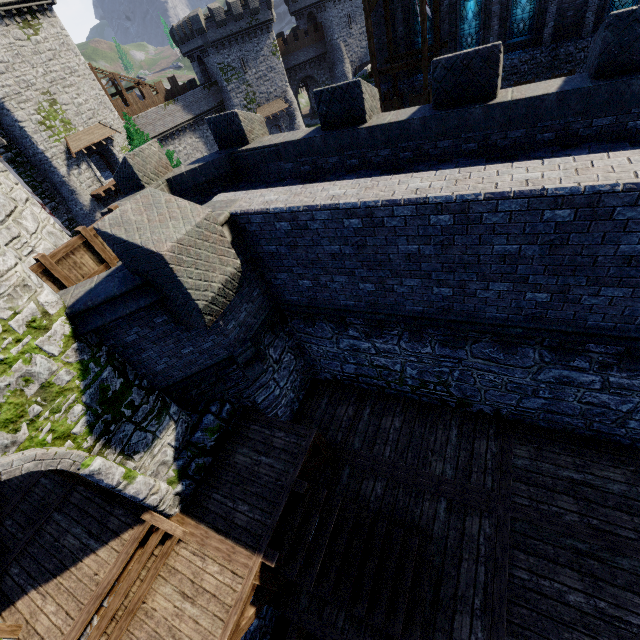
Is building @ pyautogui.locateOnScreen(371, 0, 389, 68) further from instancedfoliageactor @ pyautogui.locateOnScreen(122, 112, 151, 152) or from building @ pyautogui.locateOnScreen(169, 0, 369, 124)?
instancedfoliageactor @ pyautogui.locateOnScreen(122, 112, 151, 152)

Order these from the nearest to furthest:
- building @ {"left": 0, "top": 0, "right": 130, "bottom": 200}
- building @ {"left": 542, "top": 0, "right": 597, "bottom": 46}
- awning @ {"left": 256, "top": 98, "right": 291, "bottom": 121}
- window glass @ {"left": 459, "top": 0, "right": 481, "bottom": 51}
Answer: building @ {"left": 542, "top": 0, "right": 597, "bottom": 46}, window glass @ {"left": 459, "top": 0, "right": 481, "bottom": 51}, building @ {"left": 0, "top": 0, "right": 130, "bottom": 200}, awning @ {"left": 256, "top": 98, "right": 291, "bottom": 121}

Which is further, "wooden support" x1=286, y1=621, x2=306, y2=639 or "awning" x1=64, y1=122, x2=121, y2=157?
"awning" x1=64, y1=122, x2=121, y2=157

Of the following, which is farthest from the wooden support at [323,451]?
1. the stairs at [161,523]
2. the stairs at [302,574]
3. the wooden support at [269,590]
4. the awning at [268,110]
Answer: the awning at [268,110]

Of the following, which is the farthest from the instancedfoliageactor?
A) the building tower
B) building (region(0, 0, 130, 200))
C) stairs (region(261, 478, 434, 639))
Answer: stairs (region(261, 478, 434, 639))

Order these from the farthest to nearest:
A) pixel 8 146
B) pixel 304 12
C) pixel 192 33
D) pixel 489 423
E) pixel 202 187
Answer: pixel 304 12 < pixel 192 33 < pixel 8 146 < pixel 202 187 < pixel 489 423

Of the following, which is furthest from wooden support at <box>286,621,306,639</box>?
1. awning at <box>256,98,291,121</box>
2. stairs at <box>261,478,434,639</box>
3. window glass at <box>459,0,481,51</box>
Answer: awning at <box>256,98,291,121</box>

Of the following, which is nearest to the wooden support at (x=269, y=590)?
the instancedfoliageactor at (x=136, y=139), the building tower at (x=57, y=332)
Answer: the building tower at (x=57, y=332)
